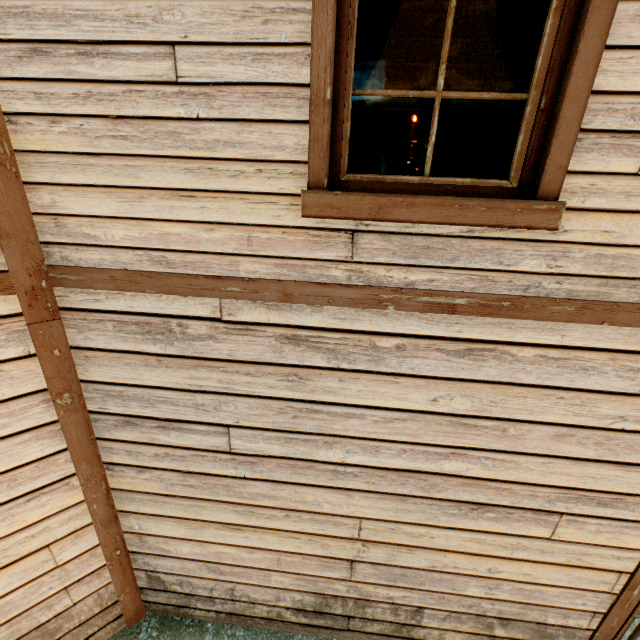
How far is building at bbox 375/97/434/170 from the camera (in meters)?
3.96

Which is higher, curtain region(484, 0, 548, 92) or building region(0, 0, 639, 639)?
curtain region(484, 0, 548, 92)

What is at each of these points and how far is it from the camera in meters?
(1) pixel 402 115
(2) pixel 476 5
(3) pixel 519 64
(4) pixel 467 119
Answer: (1) building, 4.0
(2) building, 3.6
(3) curtain, 1.6
(4) building, 4.0

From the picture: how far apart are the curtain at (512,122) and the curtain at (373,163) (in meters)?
0.10

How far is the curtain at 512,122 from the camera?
1.69m

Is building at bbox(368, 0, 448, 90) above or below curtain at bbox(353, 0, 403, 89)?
above

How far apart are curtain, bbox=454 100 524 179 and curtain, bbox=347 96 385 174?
0.1 meters

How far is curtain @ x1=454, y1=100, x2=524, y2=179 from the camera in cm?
169
